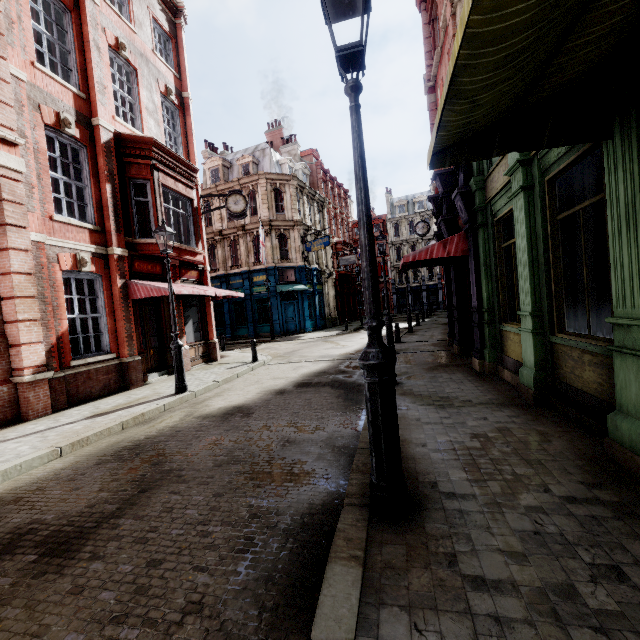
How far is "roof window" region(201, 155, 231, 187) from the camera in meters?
29.8 m

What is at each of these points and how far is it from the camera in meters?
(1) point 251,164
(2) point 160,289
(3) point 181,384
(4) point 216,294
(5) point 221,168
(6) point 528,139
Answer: (1) roof window, 28.5
(2) awning, 10.2
(3) street light, 8.9
(4) awning, 15.2
(5) roof window, 29.8
(6) awning, 3.3

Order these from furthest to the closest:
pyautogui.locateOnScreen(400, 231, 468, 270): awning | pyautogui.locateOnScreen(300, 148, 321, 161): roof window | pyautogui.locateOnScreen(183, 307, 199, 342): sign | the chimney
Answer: pyautogui.locateOnScreen(300, 148, 321, 161): roof window
the chimney
pyautogui.locateOnScreen(183, 307, 199, 342): sign
pyautogui.locateOnScreen(400, 231, 468, 270): awning

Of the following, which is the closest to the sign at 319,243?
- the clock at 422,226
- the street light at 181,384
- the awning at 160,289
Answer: the clock at 422,226

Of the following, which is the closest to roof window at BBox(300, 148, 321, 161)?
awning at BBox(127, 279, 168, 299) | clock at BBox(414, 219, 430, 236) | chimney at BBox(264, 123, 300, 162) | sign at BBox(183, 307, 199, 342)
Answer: chimney at BBox(264, 123, 300, 162)

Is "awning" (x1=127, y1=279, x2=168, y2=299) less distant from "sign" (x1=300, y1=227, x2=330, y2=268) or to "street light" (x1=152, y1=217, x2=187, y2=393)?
"street light" (x1=152, y1=217, x2=187, y2=393)

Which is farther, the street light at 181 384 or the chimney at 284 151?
the chimney at 284 151

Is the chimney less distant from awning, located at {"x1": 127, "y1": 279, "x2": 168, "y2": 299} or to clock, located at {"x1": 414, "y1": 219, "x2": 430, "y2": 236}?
clock, located at {"x1": 414, "y1": 219, "x2": 430, "y2": 236}
